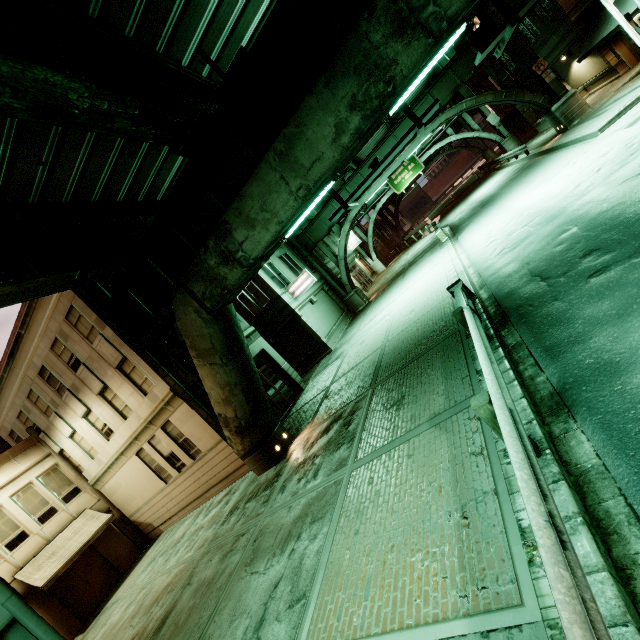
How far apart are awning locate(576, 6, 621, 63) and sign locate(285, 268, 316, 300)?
20.6 meters

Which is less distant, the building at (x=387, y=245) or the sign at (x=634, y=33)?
the sign at (x=634, y=33)

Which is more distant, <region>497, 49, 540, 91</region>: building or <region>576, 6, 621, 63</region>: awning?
<region>497, 49, 540, 91</region>: building

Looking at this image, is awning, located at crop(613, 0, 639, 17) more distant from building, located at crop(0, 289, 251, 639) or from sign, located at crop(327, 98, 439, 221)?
building, located at crop(0, 289, 251, 639)

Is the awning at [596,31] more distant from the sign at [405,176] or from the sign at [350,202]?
the sign at [350,202]

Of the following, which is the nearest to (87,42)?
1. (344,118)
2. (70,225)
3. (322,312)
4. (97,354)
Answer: (70,225)

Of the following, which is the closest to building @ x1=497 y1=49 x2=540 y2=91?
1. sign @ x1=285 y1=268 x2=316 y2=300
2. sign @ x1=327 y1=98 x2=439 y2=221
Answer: sign @ x1=327 y1=98 x2=439 y2=221

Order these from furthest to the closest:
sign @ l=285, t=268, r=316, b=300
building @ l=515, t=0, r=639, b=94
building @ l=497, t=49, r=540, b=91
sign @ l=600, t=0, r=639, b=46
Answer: building @ l=497, t=49, r=540, b=91, sign @ l=285, t=268, r=316, b=300, building @ l=515, t=0, r=639, b=94, sign @ l=600, t=0, r=639, b=46
